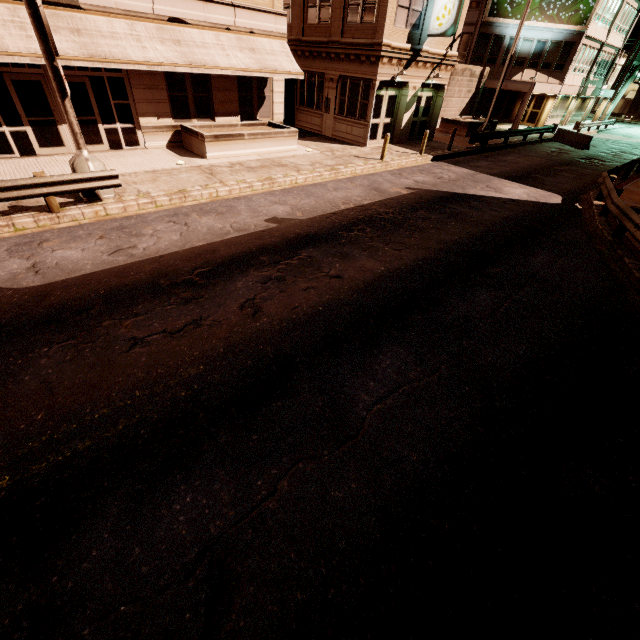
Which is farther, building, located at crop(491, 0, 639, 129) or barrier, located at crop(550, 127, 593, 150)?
building, located at crop(491, 0, 639, 129)

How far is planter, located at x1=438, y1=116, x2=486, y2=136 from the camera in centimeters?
2505cm

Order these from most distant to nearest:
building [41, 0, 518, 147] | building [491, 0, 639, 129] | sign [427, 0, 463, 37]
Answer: building [491, 0, 639, 129] → sign [427, 0, 463, 37] → building [41, 0, 518, 147]

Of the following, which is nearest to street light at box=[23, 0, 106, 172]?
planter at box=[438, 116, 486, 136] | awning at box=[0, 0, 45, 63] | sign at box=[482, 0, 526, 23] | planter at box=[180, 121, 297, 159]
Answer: awning at box=[0, 0, 45, 63]

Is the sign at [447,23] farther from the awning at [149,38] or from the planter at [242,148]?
the planter at [242,148]

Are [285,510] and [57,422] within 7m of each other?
yes

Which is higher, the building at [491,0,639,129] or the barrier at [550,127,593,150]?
the building at [491,0,639,129]

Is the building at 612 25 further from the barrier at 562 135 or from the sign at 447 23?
the barrier at 562 135
